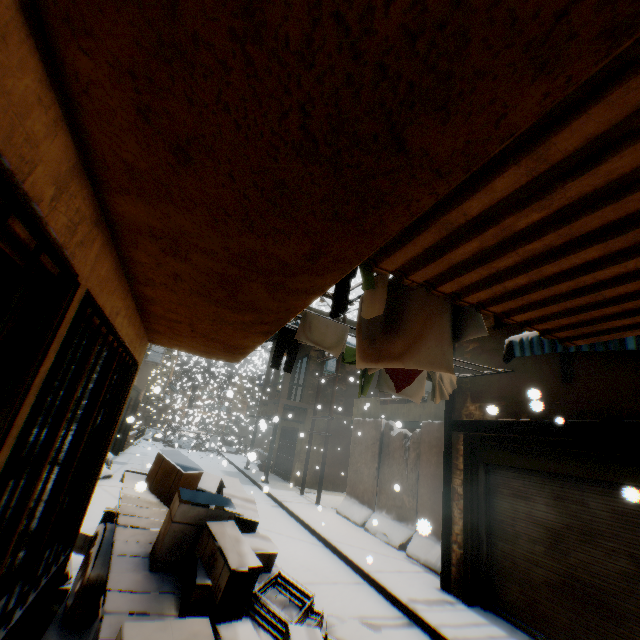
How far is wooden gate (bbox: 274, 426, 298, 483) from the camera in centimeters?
1764cm

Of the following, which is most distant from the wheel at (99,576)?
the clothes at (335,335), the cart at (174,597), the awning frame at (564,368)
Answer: the awning frame at (564,368)

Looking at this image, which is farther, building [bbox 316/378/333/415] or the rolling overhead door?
building [bbox 316/378/333/415]

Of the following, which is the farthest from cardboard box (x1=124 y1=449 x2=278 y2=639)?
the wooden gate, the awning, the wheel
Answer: the wooden gate

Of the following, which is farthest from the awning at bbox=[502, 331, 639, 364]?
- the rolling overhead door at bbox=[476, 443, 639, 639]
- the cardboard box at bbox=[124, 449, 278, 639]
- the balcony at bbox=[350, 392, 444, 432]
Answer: the balcony at bbox=[350, 392, 444, 432]

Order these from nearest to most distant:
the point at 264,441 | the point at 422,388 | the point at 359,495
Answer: the point at 422,388
the point at 359,495
the point at 264,441

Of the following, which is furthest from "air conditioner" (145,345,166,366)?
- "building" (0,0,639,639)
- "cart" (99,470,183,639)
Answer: "cart" (99,470,183,639)

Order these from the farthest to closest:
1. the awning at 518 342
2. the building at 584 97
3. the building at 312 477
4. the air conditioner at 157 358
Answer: the building at 312 477
the air conditioner at 157 358
the awning at 518 342
the building at 584 97
